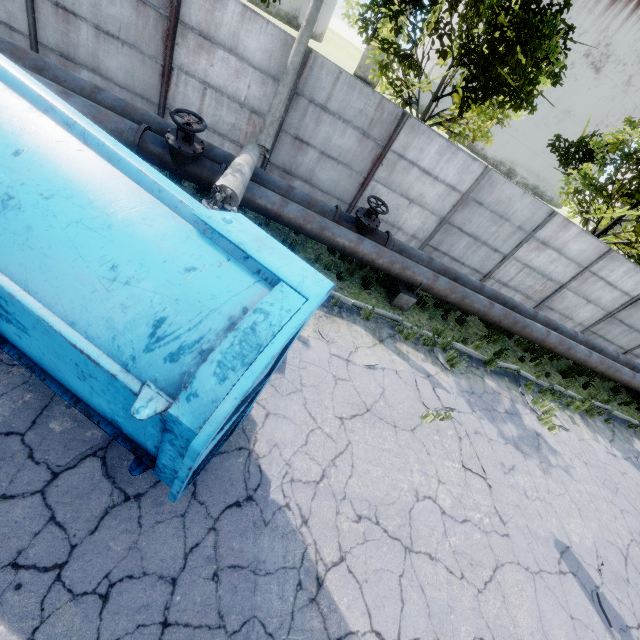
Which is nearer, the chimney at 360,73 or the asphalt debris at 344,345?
the asphalt debris at 344,345

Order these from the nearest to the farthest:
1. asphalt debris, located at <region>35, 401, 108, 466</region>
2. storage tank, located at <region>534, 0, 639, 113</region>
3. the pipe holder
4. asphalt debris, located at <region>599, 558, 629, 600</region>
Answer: asphalt debris, located at <region>35, 401, 108, 466</region> < asphalt debris, located at <region>599, 558, 629, 600</region> < the pipe holder < storage tank, located at <region>534, 0, 639, 113</region>

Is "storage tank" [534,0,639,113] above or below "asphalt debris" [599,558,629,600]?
above

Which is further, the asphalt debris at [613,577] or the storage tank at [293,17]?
the storage tank at [293,17]

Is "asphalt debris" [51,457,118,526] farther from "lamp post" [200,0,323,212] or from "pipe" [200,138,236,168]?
"pipe" [200,138,236,168]

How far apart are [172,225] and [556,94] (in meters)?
82.43

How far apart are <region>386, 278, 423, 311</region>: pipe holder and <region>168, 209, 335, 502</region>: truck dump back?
5.39m

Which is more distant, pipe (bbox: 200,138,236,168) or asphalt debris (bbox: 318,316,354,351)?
pipe (bbox: 200,138,236,168)
